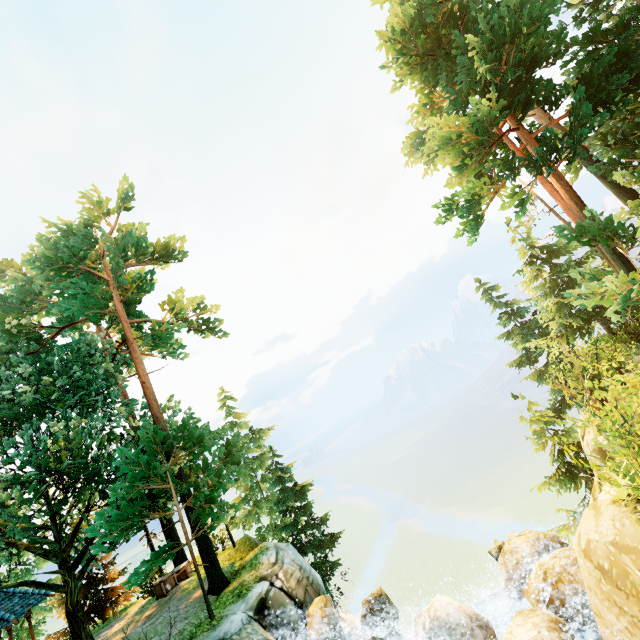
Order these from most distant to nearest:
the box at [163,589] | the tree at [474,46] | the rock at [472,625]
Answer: the box at [163,589] → the tree at [474,46] → the rock at [472,625]

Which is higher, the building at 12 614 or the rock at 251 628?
the building at 12 614

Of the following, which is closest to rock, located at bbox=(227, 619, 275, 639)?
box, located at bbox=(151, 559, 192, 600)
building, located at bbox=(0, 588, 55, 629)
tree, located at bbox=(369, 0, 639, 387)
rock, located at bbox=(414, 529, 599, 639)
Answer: rock, located at bbox=(414, 529, 599, 639)

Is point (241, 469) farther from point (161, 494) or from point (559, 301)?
point (559, 301)

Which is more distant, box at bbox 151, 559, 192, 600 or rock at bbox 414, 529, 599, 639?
box at bbox 151, 559, 192, 600

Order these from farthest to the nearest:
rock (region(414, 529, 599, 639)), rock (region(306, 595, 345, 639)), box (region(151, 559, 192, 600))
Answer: box (region(151, 559, 192, 600)), rock (region(306, 595, 345, 639)), rock (region(414, 529, 599, 639))

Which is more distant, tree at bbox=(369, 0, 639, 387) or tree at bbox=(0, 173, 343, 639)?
tree at bbox=(0, 173, 343, 639)

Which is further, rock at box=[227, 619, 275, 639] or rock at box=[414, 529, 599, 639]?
rock at box=[227, 619, 275, 639]
